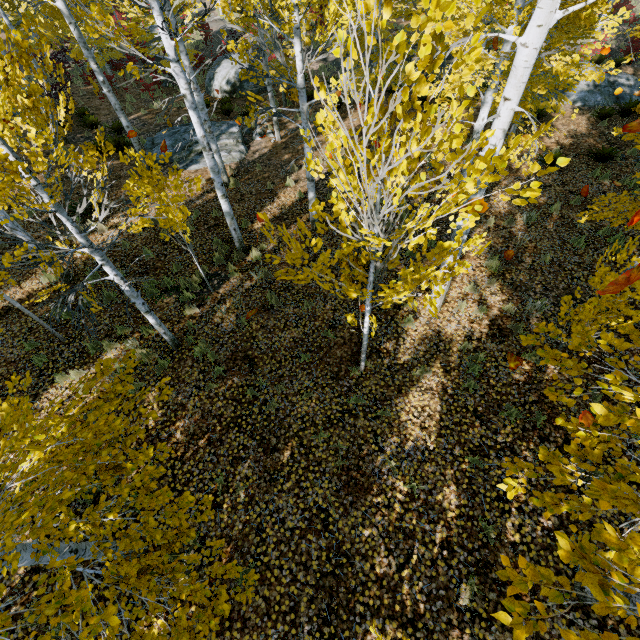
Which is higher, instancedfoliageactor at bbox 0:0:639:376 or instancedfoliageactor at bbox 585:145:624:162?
instancedfoliageactor at bbox 0:0:639:376

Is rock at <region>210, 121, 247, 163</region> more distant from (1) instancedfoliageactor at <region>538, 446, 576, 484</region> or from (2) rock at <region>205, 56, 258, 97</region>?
(2) rock at <region>205, 56, 258, 97</region>

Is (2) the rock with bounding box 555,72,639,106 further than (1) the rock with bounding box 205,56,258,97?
No

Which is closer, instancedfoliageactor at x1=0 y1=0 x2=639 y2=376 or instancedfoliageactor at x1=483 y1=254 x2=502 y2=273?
instancedfoliageactor at x1=0 y1=0 x2=639 y2=376

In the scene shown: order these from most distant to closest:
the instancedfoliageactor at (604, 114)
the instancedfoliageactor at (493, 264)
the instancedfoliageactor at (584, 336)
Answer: the instancedfoliageactor at (604, 114), the instancedfoliageactor at (493, 264), the instancedfoliageactor at (584, 336)

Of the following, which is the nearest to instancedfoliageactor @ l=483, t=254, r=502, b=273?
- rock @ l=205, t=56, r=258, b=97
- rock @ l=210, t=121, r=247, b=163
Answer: rock @ l=210, t=121, r=247, b=163

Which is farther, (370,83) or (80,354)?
(370,83)

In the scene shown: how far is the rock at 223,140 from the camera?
12.4m
